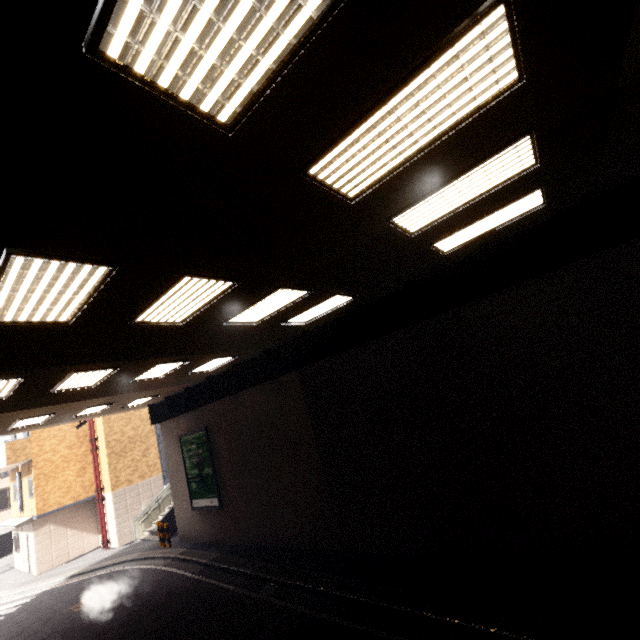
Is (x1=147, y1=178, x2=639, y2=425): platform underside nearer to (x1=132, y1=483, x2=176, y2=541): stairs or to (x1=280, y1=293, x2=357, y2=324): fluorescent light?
(x1=280, y1=293, x2=357, y2=324): fluorescent light

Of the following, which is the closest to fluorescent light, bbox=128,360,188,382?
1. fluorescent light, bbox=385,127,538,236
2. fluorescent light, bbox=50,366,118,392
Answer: fluorescent light, bbox=50,366,118,392

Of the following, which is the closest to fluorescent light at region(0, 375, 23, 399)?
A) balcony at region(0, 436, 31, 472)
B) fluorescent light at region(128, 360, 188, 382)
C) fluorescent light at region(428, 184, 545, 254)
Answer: fluorescent light at region(128, 360, 188, 382)

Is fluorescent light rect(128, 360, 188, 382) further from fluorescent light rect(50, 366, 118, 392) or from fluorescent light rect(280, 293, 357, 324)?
fluorescent light rect(280, 293, 357, 324)

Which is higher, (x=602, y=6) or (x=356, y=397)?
(x=602, y=6)

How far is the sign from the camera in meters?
14.3

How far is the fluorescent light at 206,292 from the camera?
4.9m

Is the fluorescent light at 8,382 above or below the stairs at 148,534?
above
